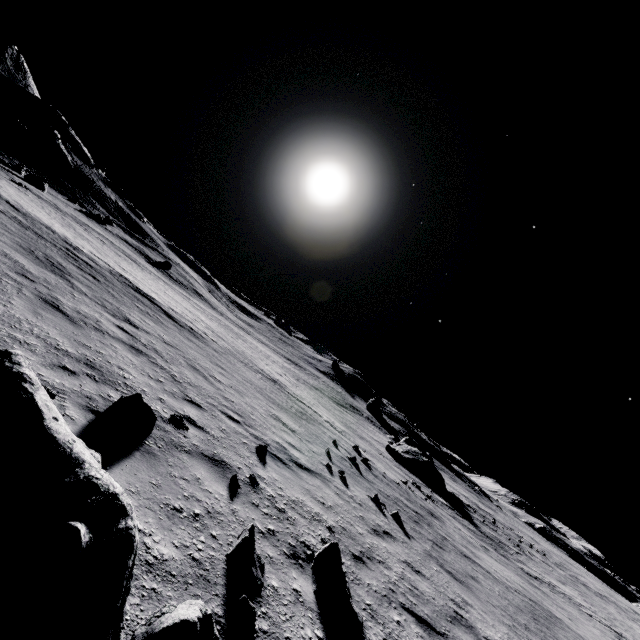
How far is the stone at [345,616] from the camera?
3.9m

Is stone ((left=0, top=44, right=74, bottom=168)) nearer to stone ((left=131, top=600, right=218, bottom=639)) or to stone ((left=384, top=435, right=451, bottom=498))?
stone ((left=384, top=435, right=451, bottom=498))

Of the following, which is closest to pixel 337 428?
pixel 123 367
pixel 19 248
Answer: pixel 123 367

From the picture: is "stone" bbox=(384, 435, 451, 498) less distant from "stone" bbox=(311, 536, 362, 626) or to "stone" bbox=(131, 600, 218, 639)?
"stone" bbox=(311, 536, 362, 626)

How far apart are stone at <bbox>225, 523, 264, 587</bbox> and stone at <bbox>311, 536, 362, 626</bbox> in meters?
0.9

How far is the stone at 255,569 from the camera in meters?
3.5

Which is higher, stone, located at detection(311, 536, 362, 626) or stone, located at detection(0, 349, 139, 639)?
stone, located at detection(0, 349, 139, 639)
